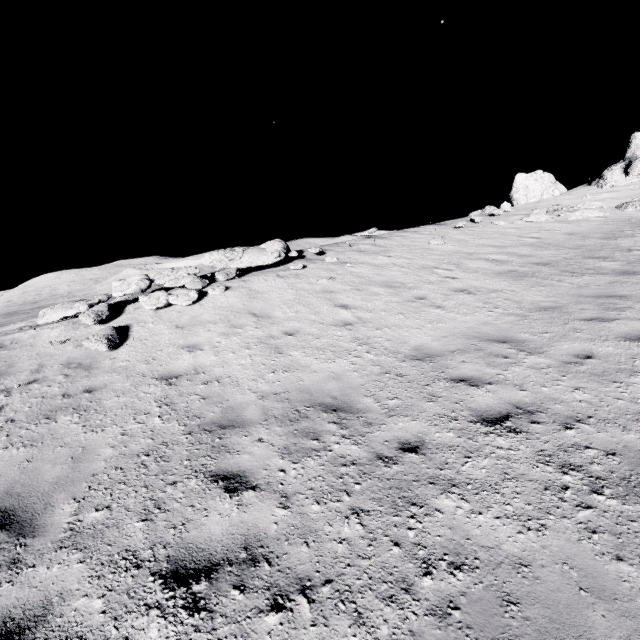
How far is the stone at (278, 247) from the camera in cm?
1185

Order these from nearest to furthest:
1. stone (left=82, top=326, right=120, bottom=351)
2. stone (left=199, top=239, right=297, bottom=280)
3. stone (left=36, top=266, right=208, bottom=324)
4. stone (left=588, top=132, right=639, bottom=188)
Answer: stone (left=82, top=326, right=120, bottom=351) < stone (left=36, top=266, right=208, bottom=324) < stone (left=199, top=239, right=297, bottom=280) < stone (left=588, top=132, right=639, bottom=188)

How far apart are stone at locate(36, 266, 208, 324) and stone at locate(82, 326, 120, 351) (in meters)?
2.59

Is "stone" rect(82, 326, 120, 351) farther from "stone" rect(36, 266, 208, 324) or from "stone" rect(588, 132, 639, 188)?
"stone" rect(588, 132, 639, 188)

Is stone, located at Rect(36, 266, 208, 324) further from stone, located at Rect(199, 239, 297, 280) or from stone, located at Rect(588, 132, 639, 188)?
stone, located at Rect(588, 132, 639, 188)

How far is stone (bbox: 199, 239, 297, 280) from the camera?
Result: 11.9 meters

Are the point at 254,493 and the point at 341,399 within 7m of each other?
yes

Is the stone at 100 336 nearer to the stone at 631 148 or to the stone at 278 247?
the stone at 278 247
